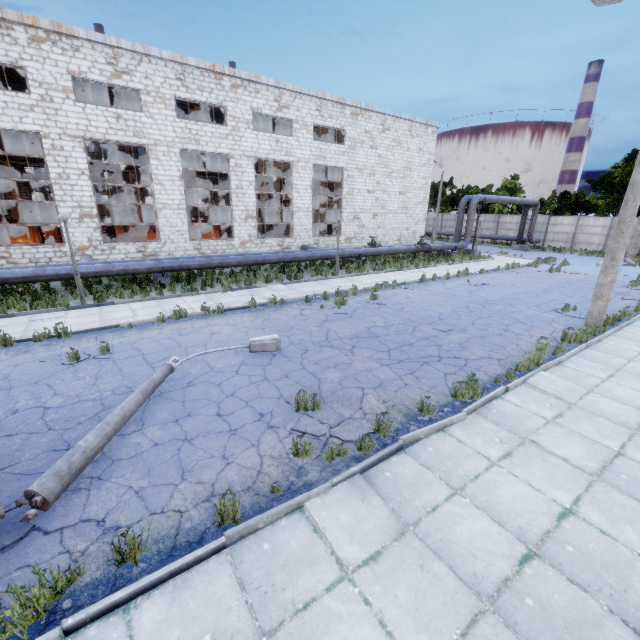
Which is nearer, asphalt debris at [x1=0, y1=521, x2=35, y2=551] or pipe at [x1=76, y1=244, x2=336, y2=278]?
asphalt debris at [x1=0, y1=521, x2=35, y2=551]

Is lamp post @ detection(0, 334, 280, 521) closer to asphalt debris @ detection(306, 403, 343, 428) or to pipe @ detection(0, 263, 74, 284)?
asphalt debris @ detection(306, 403, 343, 428)

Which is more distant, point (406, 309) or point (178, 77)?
point (178, 77)

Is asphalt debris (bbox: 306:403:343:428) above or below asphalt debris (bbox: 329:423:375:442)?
below

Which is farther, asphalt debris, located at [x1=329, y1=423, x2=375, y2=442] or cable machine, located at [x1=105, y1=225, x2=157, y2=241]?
cable machine, located at [x1=105, y1=225, x2=157, y2=241]

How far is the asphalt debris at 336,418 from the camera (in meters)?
5.93

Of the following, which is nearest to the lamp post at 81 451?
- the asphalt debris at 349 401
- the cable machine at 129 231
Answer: the asphalt debris at 349 401

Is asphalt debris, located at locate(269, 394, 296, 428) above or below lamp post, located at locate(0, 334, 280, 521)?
below
